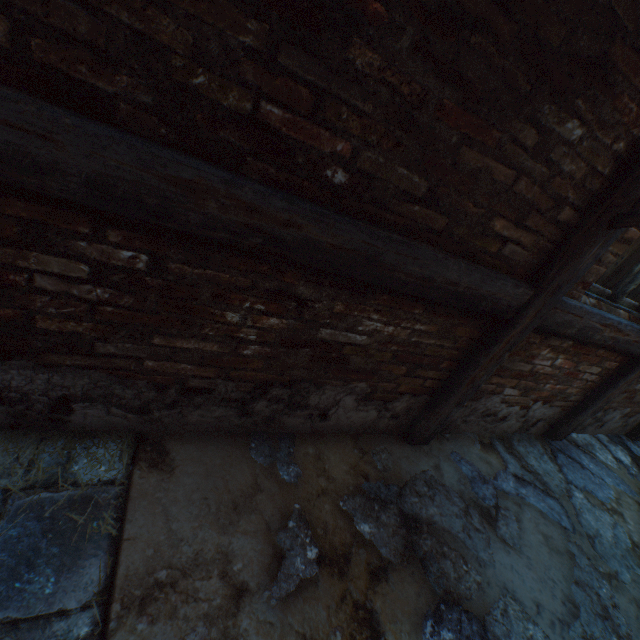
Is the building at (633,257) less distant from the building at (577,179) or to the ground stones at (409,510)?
the building at (577,179)

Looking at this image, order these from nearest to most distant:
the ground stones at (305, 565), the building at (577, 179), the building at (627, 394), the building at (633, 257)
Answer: the building at (577, 179), the ground stones at (305, 565), the building at (633, 257), the building at (627, 394)

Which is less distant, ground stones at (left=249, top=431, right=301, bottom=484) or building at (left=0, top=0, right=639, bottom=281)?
building at (left=0, top=0, right=639, bottom=281)

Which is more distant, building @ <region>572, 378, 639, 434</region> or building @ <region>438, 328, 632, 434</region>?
building @ <region>572, 378, 639, 434</region>

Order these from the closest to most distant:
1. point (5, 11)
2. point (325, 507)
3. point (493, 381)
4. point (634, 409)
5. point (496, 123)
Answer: point (5, 11) < point (496, 123) < point (325, 507) < point (493, 381) < point (634, 409)

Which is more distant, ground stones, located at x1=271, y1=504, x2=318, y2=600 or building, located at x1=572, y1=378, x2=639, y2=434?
building, located at x1=572, y1=378, x2=639, y2=434

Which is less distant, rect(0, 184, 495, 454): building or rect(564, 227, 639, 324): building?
rect(0, 184, 495, 454): building

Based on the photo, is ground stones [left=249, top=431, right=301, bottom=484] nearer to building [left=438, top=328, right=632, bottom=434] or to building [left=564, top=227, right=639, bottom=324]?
building [left=438, top=328, right=632, bottom=434]
